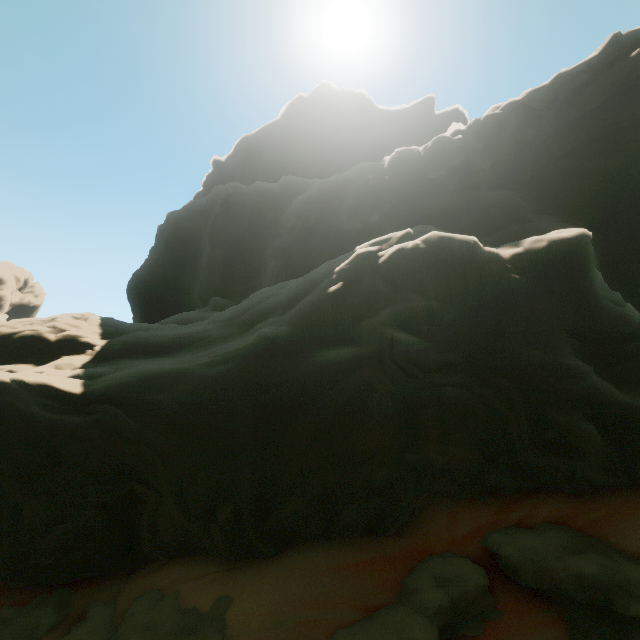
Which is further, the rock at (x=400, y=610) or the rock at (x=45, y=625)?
the rock at (x=45, y=625)

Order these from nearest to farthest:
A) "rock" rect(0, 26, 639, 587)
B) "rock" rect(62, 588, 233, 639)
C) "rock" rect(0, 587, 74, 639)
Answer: "rock" rect(62, 588, 233, 639), "rock" rect(0, 26, 639, 587), "rock" rect(0, 587, 74, 639)

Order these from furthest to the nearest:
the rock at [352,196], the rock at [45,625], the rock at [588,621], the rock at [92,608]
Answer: the rock at [45,625], the rock at [352,196], the rock at [92,608], the rock at [588,621]

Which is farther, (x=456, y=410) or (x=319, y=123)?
(x=319, y=123)

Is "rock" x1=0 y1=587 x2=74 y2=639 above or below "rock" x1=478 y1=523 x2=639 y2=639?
below

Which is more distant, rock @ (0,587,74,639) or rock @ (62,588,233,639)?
rock @ (0,587,74,639)
